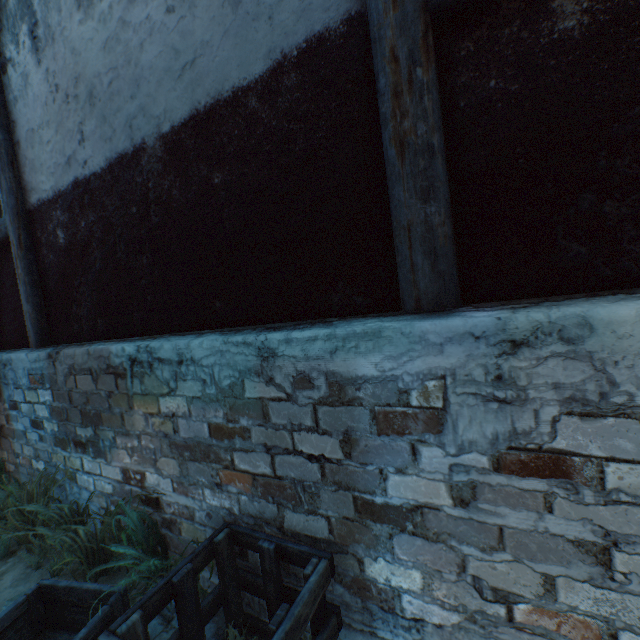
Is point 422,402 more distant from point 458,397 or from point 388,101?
point 388,101

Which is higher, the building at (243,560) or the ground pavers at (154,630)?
the building at (243,560)

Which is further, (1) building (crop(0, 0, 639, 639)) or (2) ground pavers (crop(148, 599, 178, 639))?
(2) ground pavers (crop(148, 599, 178, 639))

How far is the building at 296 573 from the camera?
1.9 meters

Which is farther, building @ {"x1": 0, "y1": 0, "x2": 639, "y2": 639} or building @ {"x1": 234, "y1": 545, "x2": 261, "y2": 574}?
building @ {"x1": 234, "y1": 545, "x2": 261, "y2": 574}

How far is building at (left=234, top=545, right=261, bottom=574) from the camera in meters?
2.1
